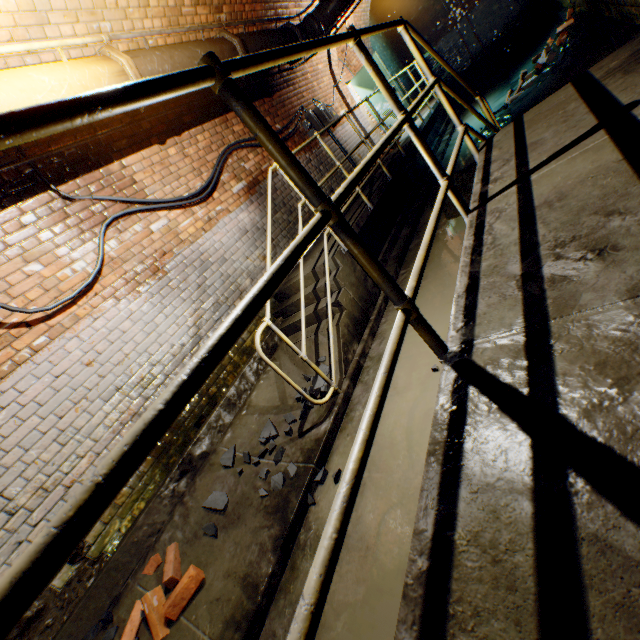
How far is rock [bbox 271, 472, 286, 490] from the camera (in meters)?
2.81

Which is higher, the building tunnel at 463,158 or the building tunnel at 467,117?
the building tunnel at 467,117

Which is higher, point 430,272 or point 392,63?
point 392,63

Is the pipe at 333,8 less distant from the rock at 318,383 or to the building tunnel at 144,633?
the building tunnel at 144,633

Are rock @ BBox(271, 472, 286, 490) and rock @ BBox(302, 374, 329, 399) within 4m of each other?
yes

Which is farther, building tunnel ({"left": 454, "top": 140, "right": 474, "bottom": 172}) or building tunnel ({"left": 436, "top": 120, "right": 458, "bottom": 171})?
building tunnel ({"left": 436, "top": 120, "right": 458, "bottom": 171})

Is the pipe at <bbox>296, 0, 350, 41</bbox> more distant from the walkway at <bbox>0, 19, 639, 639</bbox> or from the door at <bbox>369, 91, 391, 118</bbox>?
the walkway at <bbox>0, 19, 639, 639</bbox>

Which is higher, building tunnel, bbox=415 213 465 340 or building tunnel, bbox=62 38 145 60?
building tunnel, bbox=62 38 145 60
